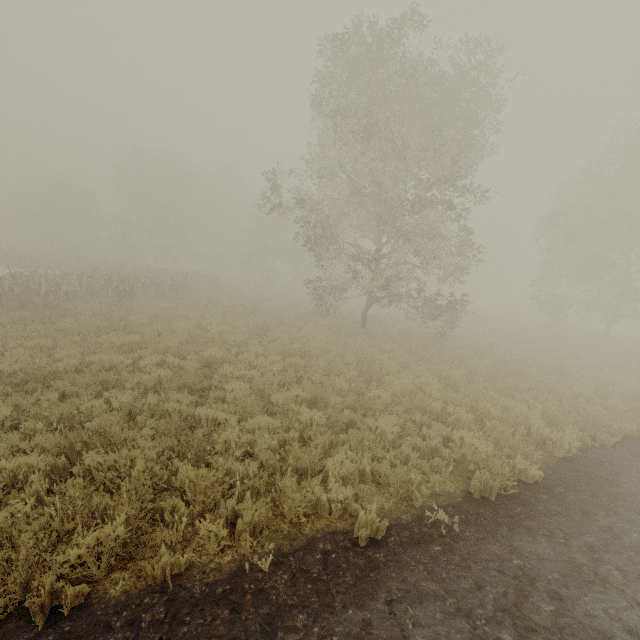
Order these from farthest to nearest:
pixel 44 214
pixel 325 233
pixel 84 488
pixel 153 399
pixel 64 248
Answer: pixel 44 214, pixel 64 248, pixel 325 233, pixel 153 399, pixel 84 488
